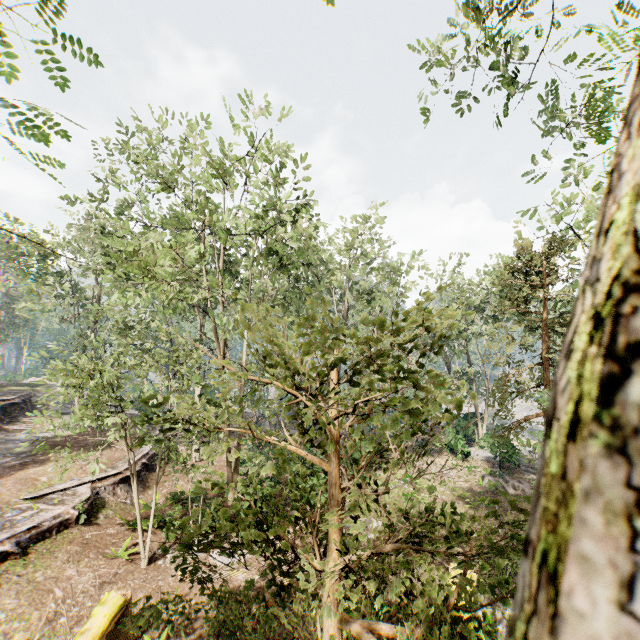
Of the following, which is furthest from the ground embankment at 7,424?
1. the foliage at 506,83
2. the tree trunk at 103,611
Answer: the tree trunk at 103,611

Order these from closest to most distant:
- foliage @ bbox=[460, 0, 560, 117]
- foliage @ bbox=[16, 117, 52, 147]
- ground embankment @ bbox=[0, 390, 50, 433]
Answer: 1. foliage @ bbox=[16, 117, 52, 147]
2. foliage @ bbox=[460, 0, 560, 117]
3. ground embankment @ bbox=[0, 390, 50, 433]

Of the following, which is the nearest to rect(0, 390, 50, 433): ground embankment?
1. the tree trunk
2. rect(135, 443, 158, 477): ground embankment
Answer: rect(135, 443, 158, 477): ground embankment

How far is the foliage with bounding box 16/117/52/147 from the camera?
3.8 meters

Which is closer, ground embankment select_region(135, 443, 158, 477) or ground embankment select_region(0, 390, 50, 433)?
ground embankment select_region(135, 443, 158, 477)

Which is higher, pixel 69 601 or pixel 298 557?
pixel 298 557

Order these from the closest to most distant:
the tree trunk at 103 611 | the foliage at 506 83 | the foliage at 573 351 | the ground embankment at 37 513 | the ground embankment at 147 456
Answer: the foliage at 573 351
the foliage at 506 83
the tree trunk at 103 611
the ground embankment at 37 513
the ground embankment at 147 456

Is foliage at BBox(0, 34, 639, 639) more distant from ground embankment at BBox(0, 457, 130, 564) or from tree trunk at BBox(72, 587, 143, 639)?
tree trunk at BBox(72, 587, 143, 639)
